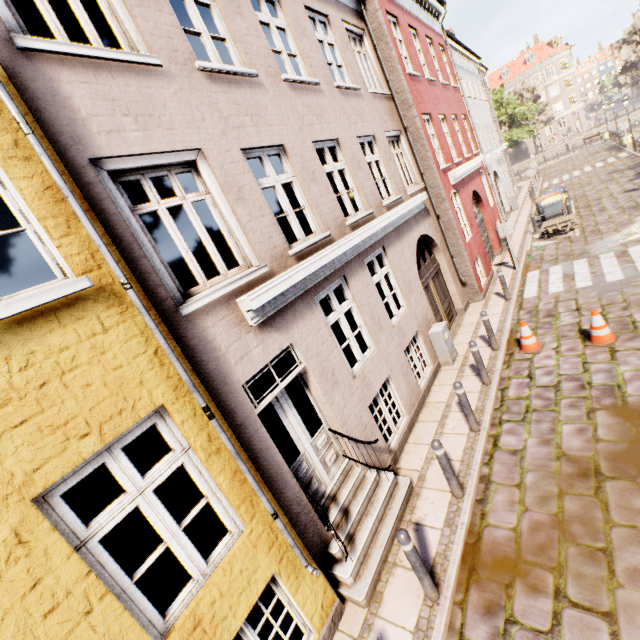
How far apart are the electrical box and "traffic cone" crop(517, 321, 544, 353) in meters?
1.5

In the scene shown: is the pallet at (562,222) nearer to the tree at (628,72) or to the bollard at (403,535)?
the tree at (628,72)

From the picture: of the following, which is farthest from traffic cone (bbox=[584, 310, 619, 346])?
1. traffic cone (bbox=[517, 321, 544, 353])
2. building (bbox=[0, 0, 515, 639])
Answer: building (bbox=[0, 0, 515, 639])

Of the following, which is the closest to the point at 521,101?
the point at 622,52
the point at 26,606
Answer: the point at 622,52

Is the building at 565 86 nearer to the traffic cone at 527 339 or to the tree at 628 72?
the tree at 628 72

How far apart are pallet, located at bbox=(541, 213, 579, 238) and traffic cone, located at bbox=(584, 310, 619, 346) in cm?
889

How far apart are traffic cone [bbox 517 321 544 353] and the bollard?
5.71m

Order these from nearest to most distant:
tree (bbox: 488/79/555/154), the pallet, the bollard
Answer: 1. the bollard
2. the pallet
3. tree (bbox: 488/79/555/154)
